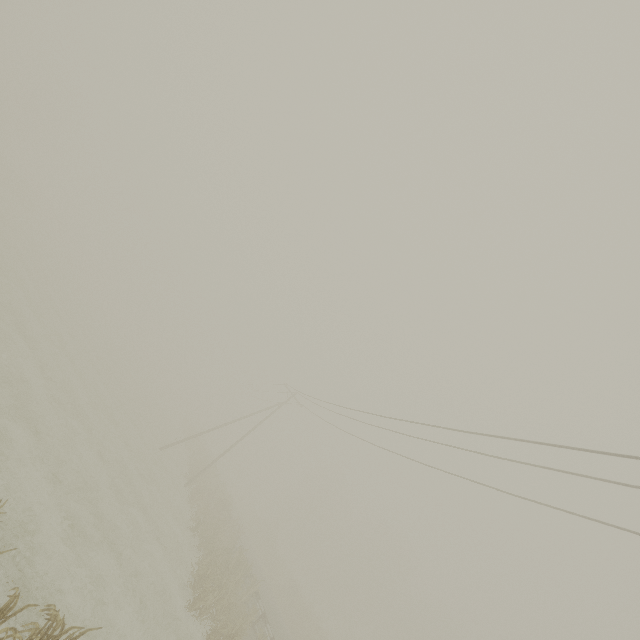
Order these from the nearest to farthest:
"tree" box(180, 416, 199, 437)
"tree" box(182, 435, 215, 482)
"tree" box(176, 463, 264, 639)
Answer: "tree" box(176, 463, 264, 639) → "tree" box(182, 435, 215, 482) → "tree" box(180, 416, 199, 437)

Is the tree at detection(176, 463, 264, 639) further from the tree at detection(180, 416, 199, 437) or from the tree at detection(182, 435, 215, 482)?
the tree at detection(180, 416, 199, 437)

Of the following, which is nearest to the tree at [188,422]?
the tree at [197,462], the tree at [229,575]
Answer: the tree at [197,462]

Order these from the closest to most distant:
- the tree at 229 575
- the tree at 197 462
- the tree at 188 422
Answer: the tree at 229 575, the tree at 197 462, the tree at 188 422

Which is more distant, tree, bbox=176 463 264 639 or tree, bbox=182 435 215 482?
tree, bbox=182 435 215 482

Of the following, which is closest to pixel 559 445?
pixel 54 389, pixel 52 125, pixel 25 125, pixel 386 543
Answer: pixel 54 389

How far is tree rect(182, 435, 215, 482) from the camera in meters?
30.2 m

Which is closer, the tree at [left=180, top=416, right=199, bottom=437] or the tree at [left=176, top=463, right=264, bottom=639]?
the tree at [left=176, top=463, right=264, bottom=639]
